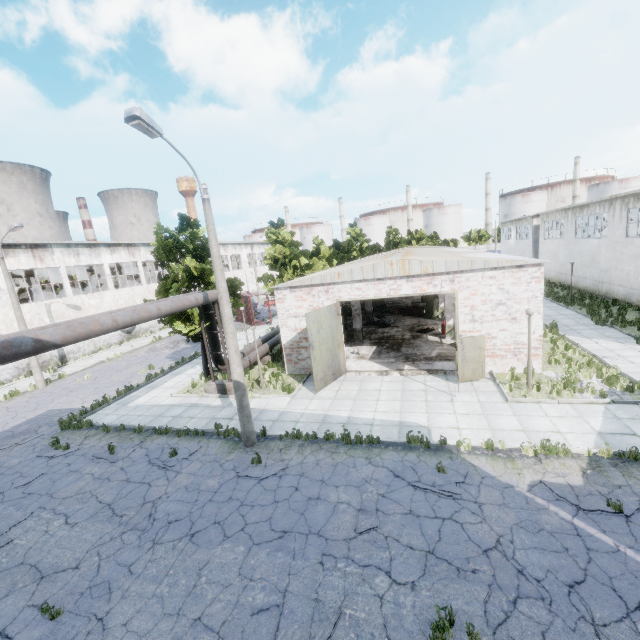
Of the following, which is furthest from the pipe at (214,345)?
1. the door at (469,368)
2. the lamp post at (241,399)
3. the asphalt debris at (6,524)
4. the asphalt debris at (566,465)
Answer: the asphalt debris at (566,465)

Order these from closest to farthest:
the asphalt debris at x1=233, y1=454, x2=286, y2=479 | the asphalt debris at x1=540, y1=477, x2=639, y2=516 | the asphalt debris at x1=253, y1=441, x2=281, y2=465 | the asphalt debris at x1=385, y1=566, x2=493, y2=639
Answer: the asphalt debris at x1=385, y1=566, x2=493, y2=639
the asphalt debris at x1=540, y1=477, x2=639, y2=516
the asphalt debris at x1=233, y1=454, x2=286, y2=479
the asphalt debris at x1=253, y1=441, x2=281, y2=465

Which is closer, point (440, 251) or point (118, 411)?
point (118, 411)

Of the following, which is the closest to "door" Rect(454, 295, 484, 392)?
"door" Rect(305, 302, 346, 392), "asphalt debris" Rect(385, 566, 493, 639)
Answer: "door" Rect(305, 302, 346, 392)

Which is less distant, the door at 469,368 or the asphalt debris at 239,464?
the asphalt debris at 239,464

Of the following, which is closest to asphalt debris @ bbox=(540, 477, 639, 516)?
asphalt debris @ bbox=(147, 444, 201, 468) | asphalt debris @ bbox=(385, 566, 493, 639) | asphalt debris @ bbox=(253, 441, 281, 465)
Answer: asphalt debris @ bbox=(385, 566, 493, 639)

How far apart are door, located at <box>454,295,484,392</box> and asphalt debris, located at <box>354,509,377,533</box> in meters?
6.9 m

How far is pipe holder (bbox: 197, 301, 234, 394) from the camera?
15.9 meters
